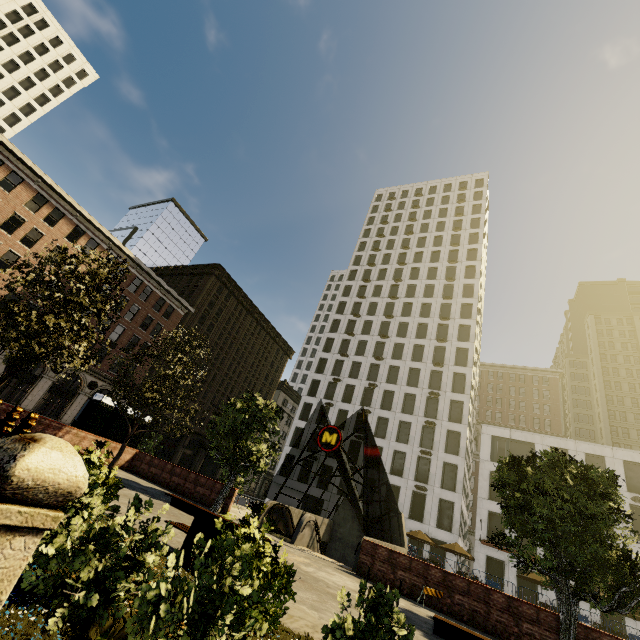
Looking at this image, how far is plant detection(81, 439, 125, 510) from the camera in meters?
6.2

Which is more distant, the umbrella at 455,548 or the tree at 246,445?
the umbrella at 455,548

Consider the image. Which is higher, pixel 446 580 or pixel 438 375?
pixel 438 375

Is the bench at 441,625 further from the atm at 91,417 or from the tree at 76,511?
the atm at 91,417

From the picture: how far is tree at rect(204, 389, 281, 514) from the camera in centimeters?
1498cm

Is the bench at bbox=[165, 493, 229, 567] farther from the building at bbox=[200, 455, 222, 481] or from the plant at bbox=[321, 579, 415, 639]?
the building at bbox=[200, 455, 222, 481]

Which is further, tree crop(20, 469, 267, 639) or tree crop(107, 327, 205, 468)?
tree crop(107, 327, 205, 468)

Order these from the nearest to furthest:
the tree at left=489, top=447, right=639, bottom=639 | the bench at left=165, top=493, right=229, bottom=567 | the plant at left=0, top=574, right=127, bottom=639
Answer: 1. the plant at left=0, top=574, right=127, bottom=639
2. the bench at left=165, top=493, right=229, bottom=567
3. the tree at left=489, top=447, right=639, bottom=639
